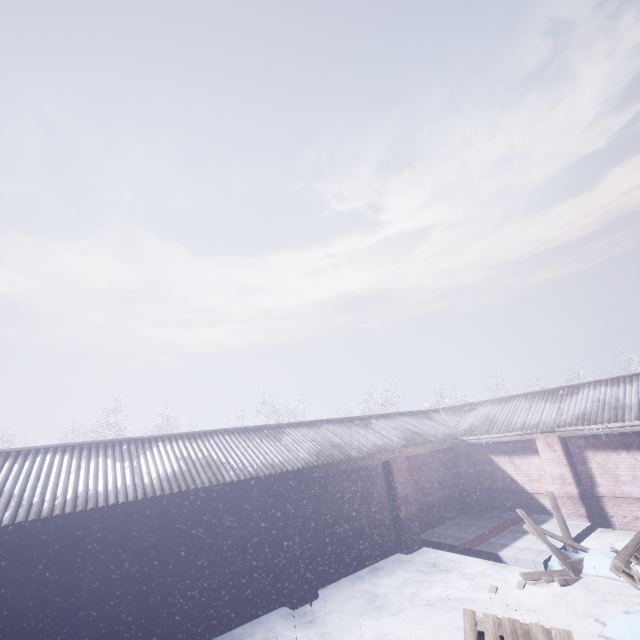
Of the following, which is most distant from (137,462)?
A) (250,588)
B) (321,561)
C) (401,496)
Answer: (401,496)
